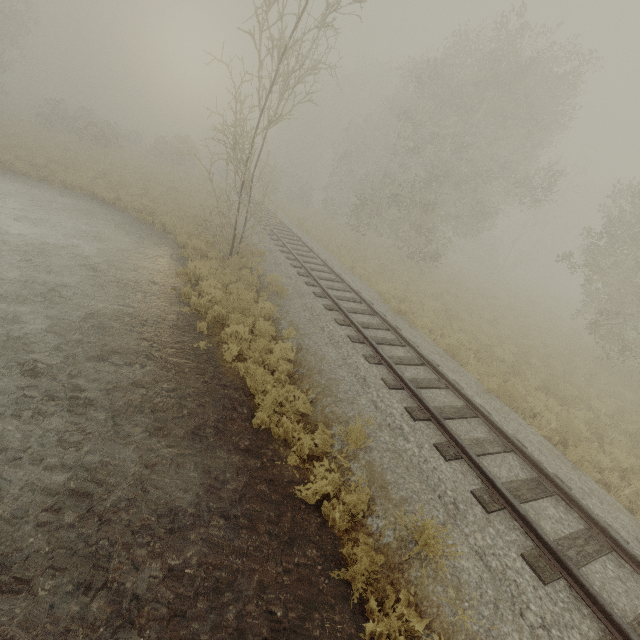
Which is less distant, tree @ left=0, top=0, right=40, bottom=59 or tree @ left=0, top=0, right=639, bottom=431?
tree @ left=0, top=0, right=639, bottom=431

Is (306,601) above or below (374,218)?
below

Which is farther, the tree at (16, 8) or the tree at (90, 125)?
the tree at (16, 8)
